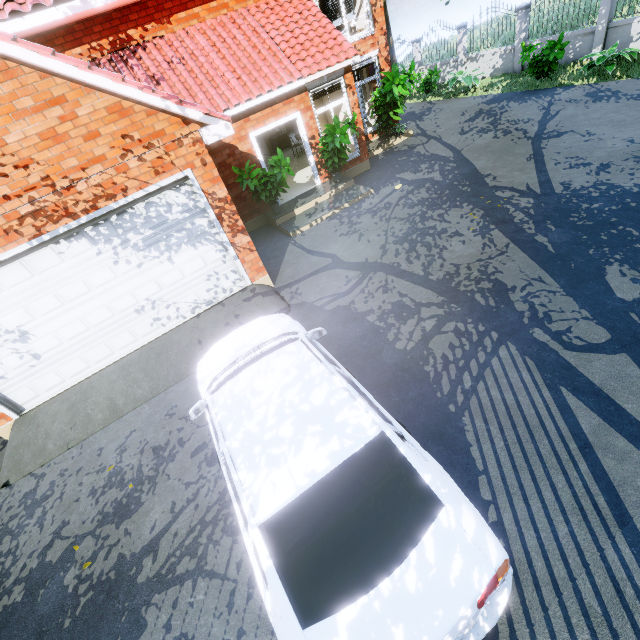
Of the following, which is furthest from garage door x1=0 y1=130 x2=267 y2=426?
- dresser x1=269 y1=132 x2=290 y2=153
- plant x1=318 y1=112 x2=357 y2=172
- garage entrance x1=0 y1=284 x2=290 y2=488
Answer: dresser x1=269 y1=132 x2=290 y2=153

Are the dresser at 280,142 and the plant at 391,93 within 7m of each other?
yes

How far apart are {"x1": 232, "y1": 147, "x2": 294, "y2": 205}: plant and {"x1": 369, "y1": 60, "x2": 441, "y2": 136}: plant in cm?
641

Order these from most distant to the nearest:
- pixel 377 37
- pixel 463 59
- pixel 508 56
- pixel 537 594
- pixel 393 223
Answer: pixel 463 59, pixel 508 56, pixel 377 37, pixel 393 223, pixel 537 594

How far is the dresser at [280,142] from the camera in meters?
16.7 m

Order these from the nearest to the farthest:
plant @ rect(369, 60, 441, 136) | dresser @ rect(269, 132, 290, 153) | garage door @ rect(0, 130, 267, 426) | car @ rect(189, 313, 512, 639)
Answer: car @ rect(189, 313, 512, 639), garage door @ rect(0, 130, 267, 426), plant @ rect(369, 60, 441, 136), dresser @ rect(269, 132, 290, 153)

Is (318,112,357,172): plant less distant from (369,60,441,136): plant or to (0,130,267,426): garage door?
(369,60,441,136): plant

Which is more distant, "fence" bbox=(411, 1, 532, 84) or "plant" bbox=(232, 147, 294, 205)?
"fence" bbox=(411, 1, 532, 84)
